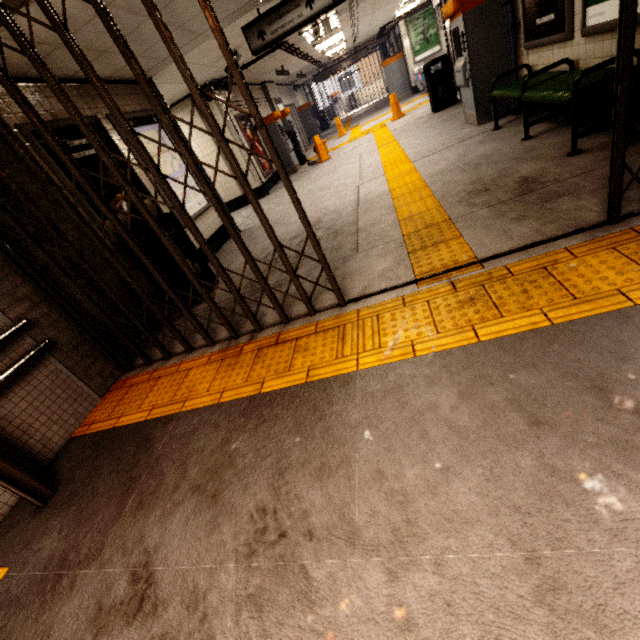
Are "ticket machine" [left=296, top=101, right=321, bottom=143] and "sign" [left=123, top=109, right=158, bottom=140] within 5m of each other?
no

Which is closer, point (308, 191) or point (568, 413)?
point (568, 413)

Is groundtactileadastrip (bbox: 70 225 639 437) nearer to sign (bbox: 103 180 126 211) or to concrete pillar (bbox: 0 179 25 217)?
concrete pillar (bbox: 0 179 25 217)

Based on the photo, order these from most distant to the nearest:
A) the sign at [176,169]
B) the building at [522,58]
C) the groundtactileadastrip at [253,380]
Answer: the sign at [176,169] < the building at [522,58] < the groundtactileadastrip at [253,380]

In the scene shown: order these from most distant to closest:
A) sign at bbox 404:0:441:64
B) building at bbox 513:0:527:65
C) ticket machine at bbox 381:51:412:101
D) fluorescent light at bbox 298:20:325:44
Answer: ticket machine at bbox 381:51:412:101
sign at bbox 404:0:441:64
fluorescent light at bbox 298:20:325:44
building at bbox 513:0:527:65

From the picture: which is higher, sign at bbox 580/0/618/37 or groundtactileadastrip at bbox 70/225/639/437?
sign at bbox 580/0/618/37

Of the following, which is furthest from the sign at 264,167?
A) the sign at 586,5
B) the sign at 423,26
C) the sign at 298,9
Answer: the sign at 423,26

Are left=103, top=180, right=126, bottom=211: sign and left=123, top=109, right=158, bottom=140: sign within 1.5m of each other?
yes
